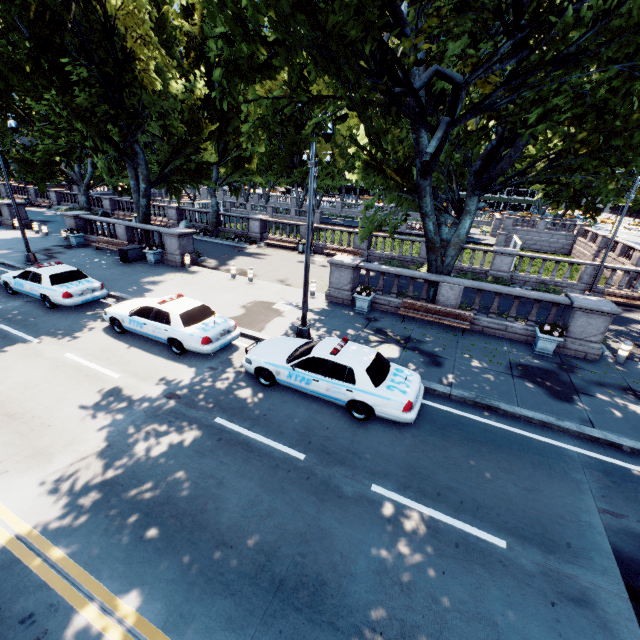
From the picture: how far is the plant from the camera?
11.8 meters

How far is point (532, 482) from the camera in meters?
7.1 m

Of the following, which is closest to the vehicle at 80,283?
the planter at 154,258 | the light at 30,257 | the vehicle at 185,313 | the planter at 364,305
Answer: the vehicle at 185,313

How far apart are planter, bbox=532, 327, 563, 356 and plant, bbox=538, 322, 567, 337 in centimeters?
1cm

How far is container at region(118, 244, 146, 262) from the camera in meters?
19.6 m

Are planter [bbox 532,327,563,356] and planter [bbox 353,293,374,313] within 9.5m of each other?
yes

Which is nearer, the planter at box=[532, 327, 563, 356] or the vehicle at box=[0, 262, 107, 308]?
the planter at box=[532, 327, 563, 356]

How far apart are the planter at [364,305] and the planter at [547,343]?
6.58m
